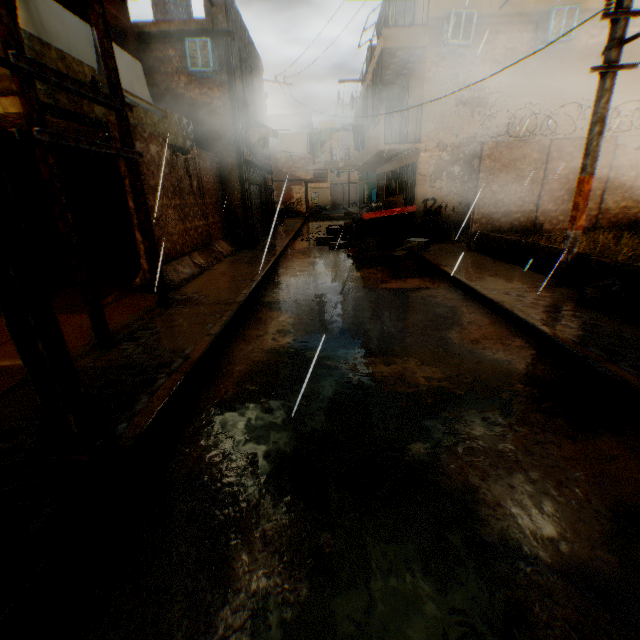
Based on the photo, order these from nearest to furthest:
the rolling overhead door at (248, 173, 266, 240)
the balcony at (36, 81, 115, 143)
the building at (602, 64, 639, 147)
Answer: the balcony at (36, 81, 115, 143)
the building at (602, 64, 639, 147)
the rolling overhead door at (248, 173, 266, 240)

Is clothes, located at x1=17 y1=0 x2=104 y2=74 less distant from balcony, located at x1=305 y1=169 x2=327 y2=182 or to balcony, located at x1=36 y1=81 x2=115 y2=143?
balcony, located at x1=36 y1=81 x2=115 y2=143

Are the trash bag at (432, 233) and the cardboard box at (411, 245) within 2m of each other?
yes

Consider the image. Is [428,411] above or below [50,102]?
below

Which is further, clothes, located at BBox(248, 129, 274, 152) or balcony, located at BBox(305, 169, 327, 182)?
balcony, located at BBox(305, 169, 327, 182)

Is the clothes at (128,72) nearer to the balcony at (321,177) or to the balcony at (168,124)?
the balcony at (168,124)

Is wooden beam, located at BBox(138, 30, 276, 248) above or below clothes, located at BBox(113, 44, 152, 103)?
above

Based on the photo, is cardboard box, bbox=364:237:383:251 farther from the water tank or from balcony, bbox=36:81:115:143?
balcony, bbox=36:81:115:143
